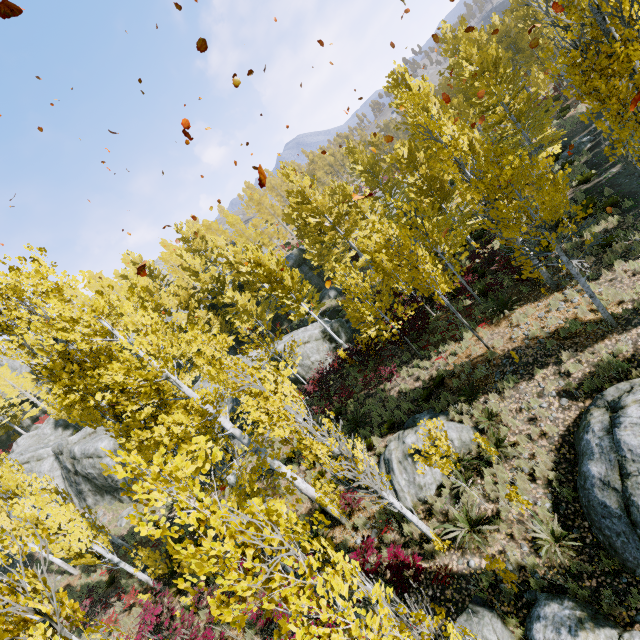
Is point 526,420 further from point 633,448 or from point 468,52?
point 468,52

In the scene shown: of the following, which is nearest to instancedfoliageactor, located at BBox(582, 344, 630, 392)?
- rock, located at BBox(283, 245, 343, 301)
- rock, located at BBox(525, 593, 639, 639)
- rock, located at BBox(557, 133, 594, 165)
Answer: rock, located at BBox(283, 245, 343, 301)

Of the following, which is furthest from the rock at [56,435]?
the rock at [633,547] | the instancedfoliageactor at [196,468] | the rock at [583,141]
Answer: the rock at [583,141]

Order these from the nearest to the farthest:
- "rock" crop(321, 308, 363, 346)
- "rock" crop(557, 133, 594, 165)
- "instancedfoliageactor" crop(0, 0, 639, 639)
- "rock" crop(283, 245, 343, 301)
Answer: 1. "instancedfoliageactor" crop(0, 0, 639, 639)
2. "rock" crop(557, 133, 594, 165)
3. "rock" crop(321, 308, 363, 346)
4. "rock" crop(283, 245, 343, 301)

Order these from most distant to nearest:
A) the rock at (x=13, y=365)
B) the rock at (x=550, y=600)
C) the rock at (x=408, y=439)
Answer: the rock at (x=13, y=365) < the rock at (x=408, y=439) < the rock at (x=550, y=600)

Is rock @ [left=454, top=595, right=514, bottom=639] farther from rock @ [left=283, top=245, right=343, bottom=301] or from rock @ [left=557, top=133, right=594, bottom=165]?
rock @ [left=557, top=133, right=594, bottom=165]

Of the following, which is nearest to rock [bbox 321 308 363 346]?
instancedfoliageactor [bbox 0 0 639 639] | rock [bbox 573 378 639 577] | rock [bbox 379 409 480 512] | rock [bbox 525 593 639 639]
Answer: instancedfoliageactor [bbox 0 0 639 639]

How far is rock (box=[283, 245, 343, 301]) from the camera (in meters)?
32.25
